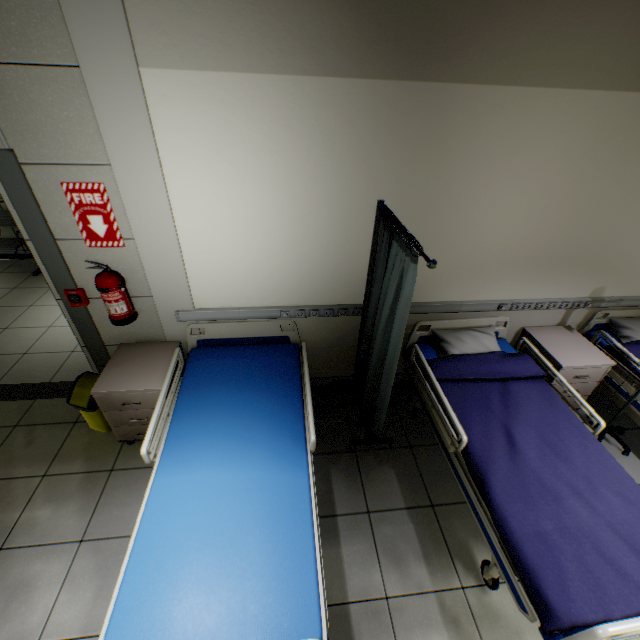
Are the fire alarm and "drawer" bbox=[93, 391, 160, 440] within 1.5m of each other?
yes

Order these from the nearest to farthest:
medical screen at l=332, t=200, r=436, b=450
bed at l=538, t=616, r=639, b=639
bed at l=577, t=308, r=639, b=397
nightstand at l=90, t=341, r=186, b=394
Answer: bed at l=538, t=616, r=639, b=639 → medical screen at l=332, t=200, r=436, b=450 → nightstand at l=90, t=341, r=186, b=394 → bed at l=577, t=308, r=639, b=397

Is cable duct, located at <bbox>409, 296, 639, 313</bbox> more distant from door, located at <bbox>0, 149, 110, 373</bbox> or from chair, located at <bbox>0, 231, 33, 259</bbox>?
chair, located at <bbox>0, 231, 33, 259</bbox>

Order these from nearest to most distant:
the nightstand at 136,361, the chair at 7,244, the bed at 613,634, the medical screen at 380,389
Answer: the bed at 613,634 → the medical screen at 380,389 → the nightstand at 136,361 → the chair at 7,244

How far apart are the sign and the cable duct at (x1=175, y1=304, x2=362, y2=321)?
0.67m

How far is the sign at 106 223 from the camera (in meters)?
2.08

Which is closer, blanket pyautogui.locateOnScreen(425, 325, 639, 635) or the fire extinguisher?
blanket pyautogui.locateOnScreen(425, 325, 639, 635)

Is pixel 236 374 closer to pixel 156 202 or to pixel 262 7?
pixel 156 202
